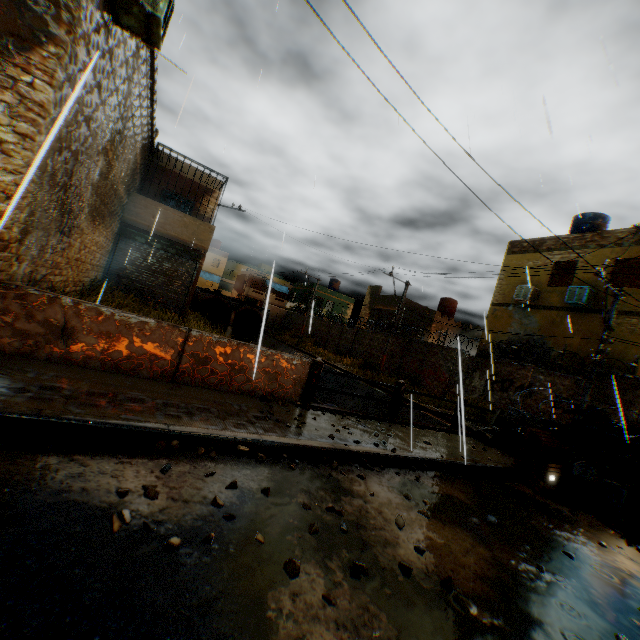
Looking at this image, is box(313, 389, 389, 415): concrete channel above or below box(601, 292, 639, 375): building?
below

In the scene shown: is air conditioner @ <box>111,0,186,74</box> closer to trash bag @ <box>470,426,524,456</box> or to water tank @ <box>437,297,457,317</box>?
trash bag @ <box>470,426,524,456</box>

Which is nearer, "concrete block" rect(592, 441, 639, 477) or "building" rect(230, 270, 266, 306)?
"concrete block" rect(592, 441, 639, 477)

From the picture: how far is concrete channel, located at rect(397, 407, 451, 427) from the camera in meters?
14.1 m

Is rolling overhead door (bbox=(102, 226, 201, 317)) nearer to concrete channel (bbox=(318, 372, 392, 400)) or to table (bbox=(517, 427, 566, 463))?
concrete channel (bbox=(318, 372, 392, 400))

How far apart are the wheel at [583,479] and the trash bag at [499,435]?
0.64m

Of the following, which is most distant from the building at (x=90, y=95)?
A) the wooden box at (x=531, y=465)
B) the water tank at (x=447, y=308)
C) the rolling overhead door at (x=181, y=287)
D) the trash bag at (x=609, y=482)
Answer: the wooden box at (x=531, y=465)

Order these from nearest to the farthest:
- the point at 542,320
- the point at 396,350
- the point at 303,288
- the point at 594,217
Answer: the point at 542,320, the point at 594,217, the point at 396,350, the point at 303,288
